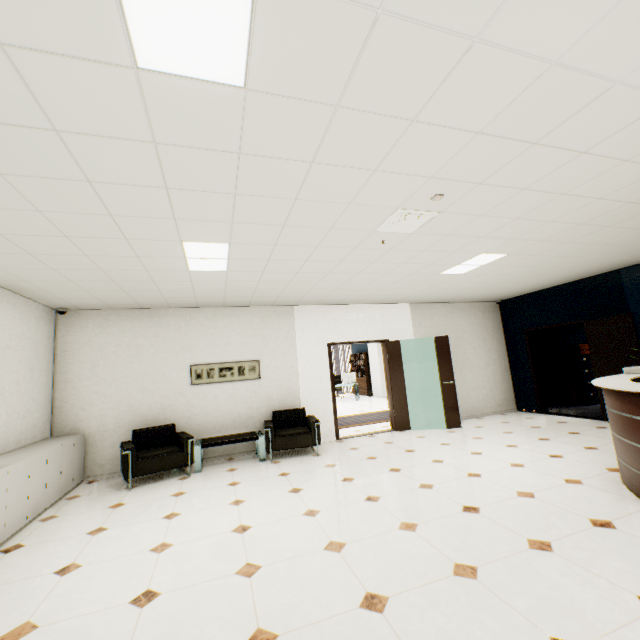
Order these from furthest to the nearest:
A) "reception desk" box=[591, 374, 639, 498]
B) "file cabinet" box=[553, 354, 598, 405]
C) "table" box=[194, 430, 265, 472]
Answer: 1. "file cabinet" box=[553, 354, 598, 405]
2. "table" box=[194, 430, 265, 472]
3. "reception desk" box=[591, 374, 639, 498]

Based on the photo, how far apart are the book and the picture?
10.29m

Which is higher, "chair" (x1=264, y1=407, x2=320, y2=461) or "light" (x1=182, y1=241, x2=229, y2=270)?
"light" (x1=182, y1=241, x2=229, y2=270)

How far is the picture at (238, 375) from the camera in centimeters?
632cm

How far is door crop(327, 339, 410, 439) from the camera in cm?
713

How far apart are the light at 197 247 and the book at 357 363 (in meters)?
12.77

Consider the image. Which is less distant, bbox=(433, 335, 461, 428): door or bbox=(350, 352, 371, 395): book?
bbox=(433, 335, 461, 428): door

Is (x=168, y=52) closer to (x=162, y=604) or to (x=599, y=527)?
(x=162, y=604)
